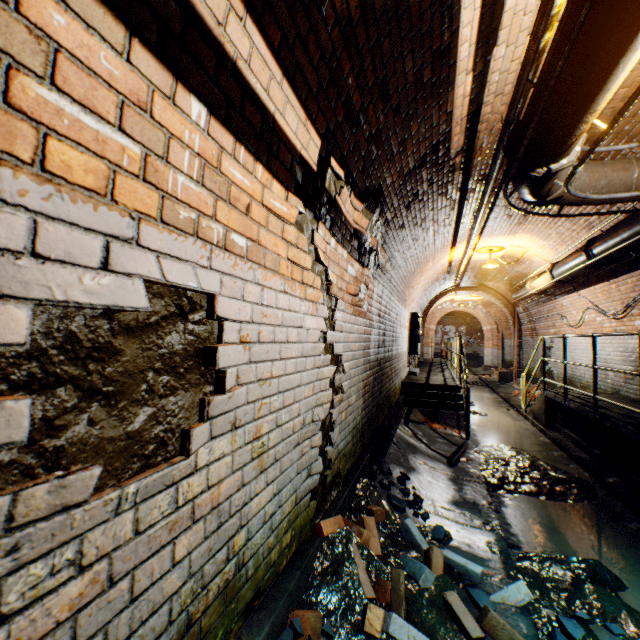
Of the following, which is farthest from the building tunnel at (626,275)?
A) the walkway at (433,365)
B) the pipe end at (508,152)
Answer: the pipe end at (508,152)

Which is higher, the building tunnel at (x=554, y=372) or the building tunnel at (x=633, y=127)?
the building tunnel at (x=633, y=127)

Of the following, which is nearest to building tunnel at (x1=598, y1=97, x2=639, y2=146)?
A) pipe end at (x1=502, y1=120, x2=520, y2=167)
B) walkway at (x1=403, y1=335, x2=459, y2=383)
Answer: walkway at (x1=403, y1=335, x2=459, y2=383)

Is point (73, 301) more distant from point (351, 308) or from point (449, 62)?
point (449, 62)

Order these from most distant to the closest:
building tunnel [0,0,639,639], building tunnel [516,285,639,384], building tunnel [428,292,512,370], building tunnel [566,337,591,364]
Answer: building tunnel [428,292,512,370] < building tunnel [566,337,591,364] < building tunnel [516,285,639,384] < building tunnel [0,0,639,639]

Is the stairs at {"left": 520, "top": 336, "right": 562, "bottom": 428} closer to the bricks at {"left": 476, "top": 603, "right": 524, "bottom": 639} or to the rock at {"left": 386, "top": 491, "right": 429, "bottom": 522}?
the rock at {"left": 386, "top": 491, "right": 429, "bottom": 522}

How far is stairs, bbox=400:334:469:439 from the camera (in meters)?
6.57

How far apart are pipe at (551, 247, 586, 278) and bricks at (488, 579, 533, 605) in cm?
589
